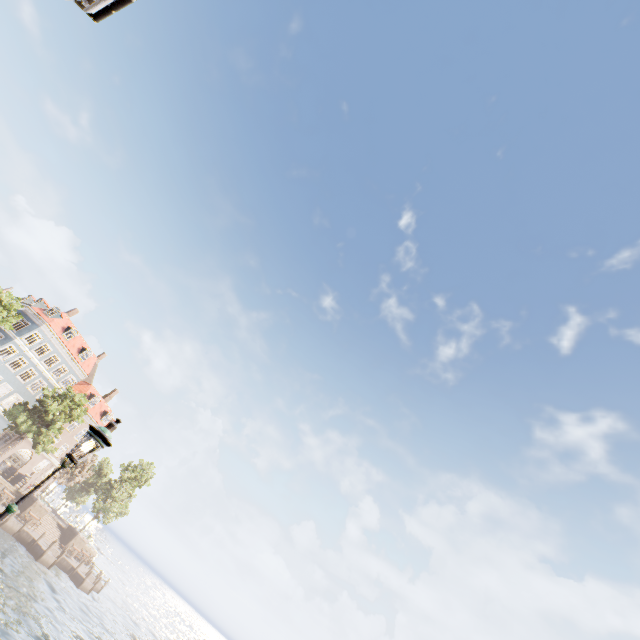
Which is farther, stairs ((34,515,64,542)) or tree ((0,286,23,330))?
stairs ((34,515,64,542))

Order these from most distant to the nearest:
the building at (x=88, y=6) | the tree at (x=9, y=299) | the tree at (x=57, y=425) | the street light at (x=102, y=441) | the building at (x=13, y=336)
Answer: the building at (x=13, y=336)
the tree at (x=57, y=425)
the tree at (x=9, y=299)
the building at (x=88, y=6)
the street light at (x=102, y=441)

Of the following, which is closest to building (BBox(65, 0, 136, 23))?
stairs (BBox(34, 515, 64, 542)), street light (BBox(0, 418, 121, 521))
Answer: street light (BBox(0, 418, 121, 521))

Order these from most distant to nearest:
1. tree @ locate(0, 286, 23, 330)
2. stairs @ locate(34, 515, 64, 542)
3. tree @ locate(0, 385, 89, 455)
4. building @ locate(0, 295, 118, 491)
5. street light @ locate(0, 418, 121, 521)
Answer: building @ locate(0, 295, 118, 491), stairs @ locate(34, 515, 64, 542), tree @ locate(0, 385, 89, 455), tree @ locate(0, 286, 23, 330), street light @ locate(0, 418, 121, 521)

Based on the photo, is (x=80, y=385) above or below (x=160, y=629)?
above

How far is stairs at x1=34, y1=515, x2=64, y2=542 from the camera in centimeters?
3731cm

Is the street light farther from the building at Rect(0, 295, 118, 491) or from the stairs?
the building at Rect(0, 295, 118, 491)

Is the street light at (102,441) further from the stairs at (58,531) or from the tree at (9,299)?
the stairs at (58,531)
